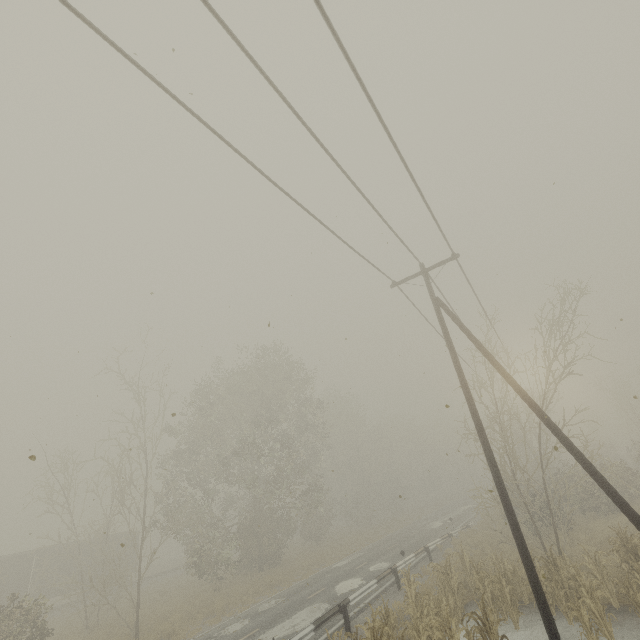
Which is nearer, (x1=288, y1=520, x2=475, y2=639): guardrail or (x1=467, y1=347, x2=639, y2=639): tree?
(x1=467, y1=347, x2=639, y2=639): tree

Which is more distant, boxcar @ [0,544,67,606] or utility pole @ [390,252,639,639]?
boxcar @ [0,544,67,606]

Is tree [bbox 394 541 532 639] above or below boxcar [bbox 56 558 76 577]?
below

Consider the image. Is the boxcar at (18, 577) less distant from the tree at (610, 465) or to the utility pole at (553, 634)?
the tree at (610, 465)

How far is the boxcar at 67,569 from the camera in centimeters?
2855cm

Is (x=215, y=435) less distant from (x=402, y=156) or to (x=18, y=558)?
(x=18, y=558)

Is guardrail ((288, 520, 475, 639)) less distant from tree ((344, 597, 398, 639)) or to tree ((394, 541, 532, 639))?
tree ((344, 597, 398, 639))

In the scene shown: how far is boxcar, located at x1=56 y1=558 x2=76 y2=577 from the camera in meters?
28.5 m
